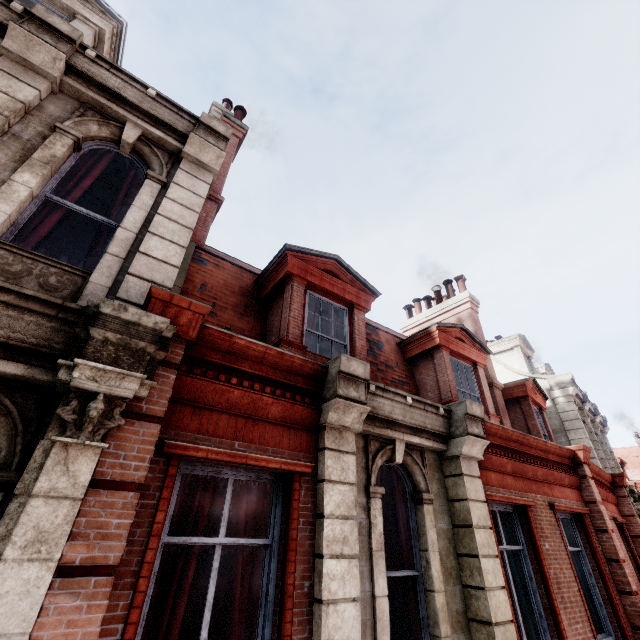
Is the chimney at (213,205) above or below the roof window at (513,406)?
above

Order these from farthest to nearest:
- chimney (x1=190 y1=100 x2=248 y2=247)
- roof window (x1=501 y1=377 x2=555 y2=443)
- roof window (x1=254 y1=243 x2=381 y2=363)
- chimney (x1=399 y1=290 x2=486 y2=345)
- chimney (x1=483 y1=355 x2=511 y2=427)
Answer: chimney (x1=399 y1=290 x2=486 y2=345)
roof window (x1=501 y1=377 x2=555 y2=443)
chimney (x1=483 y1=355 x2=511 y2=427)
chimney (x1=190 y1=100 x2=248 y2=247)
roof window (x1=254 y1=243 x2=381 y2=363)

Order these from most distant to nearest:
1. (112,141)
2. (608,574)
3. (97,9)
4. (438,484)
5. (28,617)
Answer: (608,574), (97,9), (438,484), (112,141), (28,617)

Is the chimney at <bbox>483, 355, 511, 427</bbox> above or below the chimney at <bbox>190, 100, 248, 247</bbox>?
below

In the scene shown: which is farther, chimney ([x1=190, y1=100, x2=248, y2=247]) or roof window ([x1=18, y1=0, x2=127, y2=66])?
chimney ([x1=190, y1=100, x2=248, y2=247])

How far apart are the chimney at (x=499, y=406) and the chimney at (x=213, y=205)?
9.0m

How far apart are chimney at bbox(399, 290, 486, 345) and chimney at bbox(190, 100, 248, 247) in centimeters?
895cm
